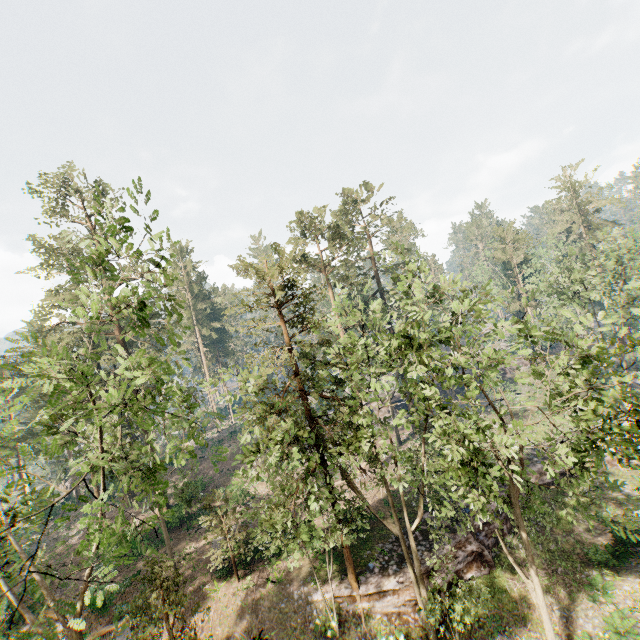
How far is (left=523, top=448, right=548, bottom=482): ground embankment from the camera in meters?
26.9 m

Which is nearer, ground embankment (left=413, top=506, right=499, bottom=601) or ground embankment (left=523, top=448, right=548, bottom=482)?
ground embankment (left=413, top=506, right=499, bottom=601)

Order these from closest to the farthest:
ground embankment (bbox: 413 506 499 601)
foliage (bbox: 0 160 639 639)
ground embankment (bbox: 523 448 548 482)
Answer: foliage (bbox: 0 160 639 639) → ground embankment (bbox: 413 506 499 601) → ground embankment (bbox: 523 448 548 482)

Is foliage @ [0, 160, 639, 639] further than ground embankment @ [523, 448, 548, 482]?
No

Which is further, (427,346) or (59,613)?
(427,346)

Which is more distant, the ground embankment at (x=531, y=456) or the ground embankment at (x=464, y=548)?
the ground embankment at (x=531, y=456)
